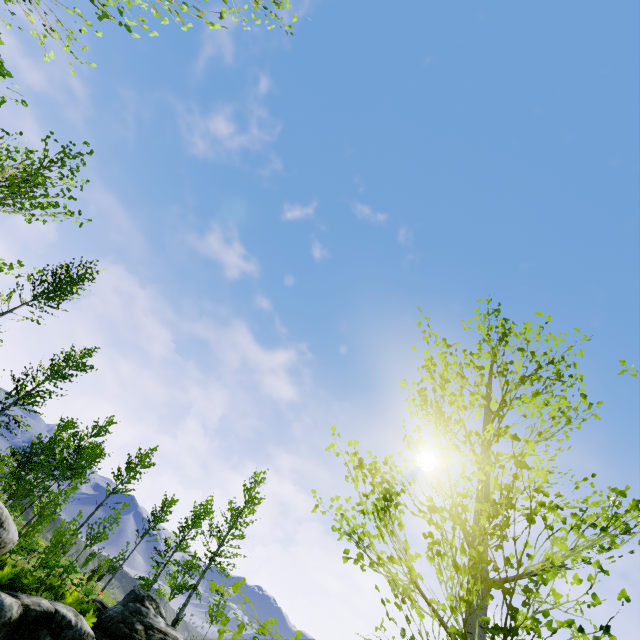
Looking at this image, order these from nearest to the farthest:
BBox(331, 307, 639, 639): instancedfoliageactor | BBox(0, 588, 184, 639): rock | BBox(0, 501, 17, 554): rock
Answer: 1. BBox(331, 307, 639, 639): instancedfoliageactor
2. BBox(0, 501, 17, 554): rock
3. BBox(0, 588, 184, 639): rock

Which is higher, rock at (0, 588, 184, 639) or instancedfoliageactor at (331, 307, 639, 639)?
instancedfoliageactor at (331, 307, 639, 639)

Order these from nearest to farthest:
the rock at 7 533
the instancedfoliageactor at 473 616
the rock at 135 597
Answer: the instancedfoliageactor at 473 616 < the rock at 7 533 < the rock at 135 597

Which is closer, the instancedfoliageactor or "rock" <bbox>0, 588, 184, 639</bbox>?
the instancedfoliageactor

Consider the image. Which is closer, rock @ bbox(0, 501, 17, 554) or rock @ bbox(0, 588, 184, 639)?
rock @ bbox(0, 501, 17, 554)

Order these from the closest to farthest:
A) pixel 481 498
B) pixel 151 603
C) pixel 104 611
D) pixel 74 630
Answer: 1. pixel 481 498
2. pixel 74 630
3. pixel 104 611
4. pixel 151 603

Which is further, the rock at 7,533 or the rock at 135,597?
the rock at 135,597
